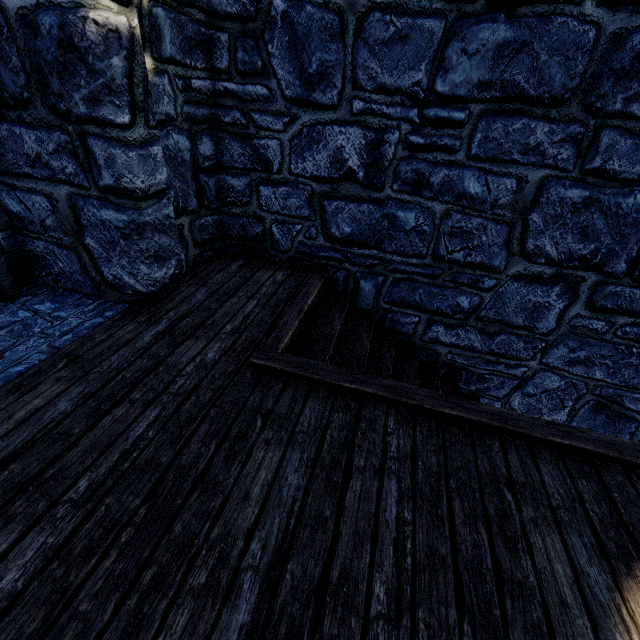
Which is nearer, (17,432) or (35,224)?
(17,432)
